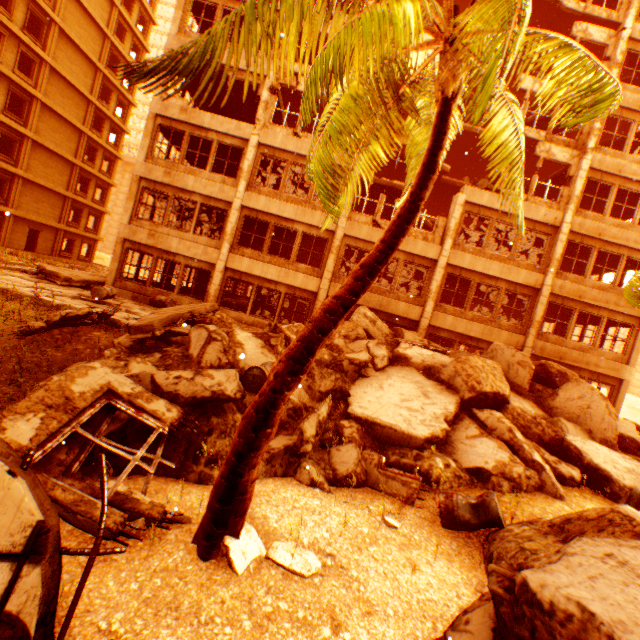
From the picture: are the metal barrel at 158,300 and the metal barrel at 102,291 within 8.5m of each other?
yes

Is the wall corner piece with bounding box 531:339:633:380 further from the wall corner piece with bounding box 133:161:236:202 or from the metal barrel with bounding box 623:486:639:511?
the wall corner piece with bounding box 133:161:236:202

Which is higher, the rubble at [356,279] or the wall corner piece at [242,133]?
the wall corner piece at [242,133]

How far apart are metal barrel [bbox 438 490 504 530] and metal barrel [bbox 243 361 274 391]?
3.8 meters

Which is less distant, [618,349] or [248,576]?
[248,576]

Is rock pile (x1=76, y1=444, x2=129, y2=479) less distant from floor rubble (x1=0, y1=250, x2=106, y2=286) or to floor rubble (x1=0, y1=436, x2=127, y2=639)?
floor rubble (x1=0, y1=436, x2=127, y2=639)

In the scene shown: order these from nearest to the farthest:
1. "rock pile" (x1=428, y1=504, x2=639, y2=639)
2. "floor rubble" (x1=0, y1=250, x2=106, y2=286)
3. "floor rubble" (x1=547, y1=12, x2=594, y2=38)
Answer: "rock pile" (x1=428, y1=504, x2=639, y2=639) → "floor rubble" (x1=0, y1=250, x2=106, y2=286) → "floor rubble" (x1=547, y1=12, x2=594, y2=38)

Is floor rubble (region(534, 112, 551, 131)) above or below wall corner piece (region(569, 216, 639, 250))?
above
